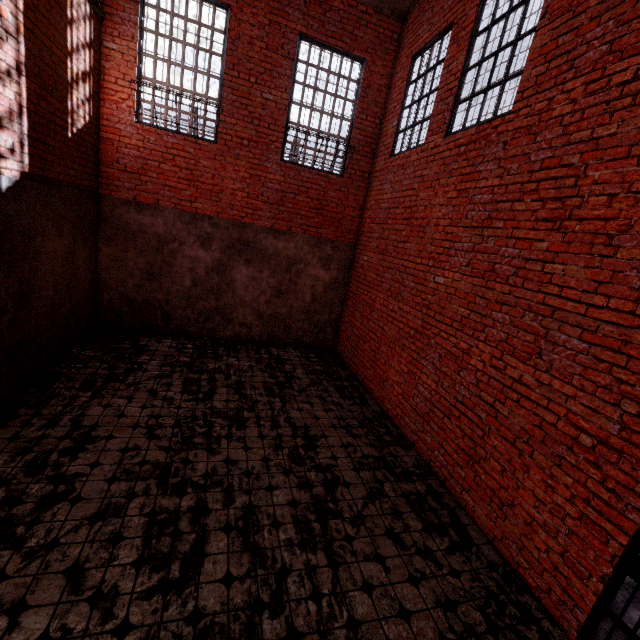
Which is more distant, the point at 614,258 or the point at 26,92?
Result: the point at 26,92

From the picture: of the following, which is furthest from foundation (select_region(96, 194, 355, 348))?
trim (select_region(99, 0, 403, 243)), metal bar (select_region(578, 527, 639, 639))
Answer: metal bar (select_region(578, 527, 639, 639))

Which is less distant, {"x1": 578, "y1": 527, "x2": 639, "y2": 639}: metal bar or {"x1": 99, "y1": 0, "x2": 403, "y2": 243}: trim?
{"x1": 578, "y1": 527, "x2": 639, "y2": 639}: metal bar

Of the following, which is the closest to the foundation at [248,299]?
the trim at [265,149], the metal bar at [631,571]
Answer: the trim at [265,149]

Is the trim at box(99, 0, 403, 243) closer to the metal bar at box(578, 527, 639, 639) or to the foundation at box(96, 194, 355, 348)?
the foundation at box(96, 194, 355, 348)

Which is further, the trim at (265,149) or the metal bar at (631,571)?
the trim at (265,149)
